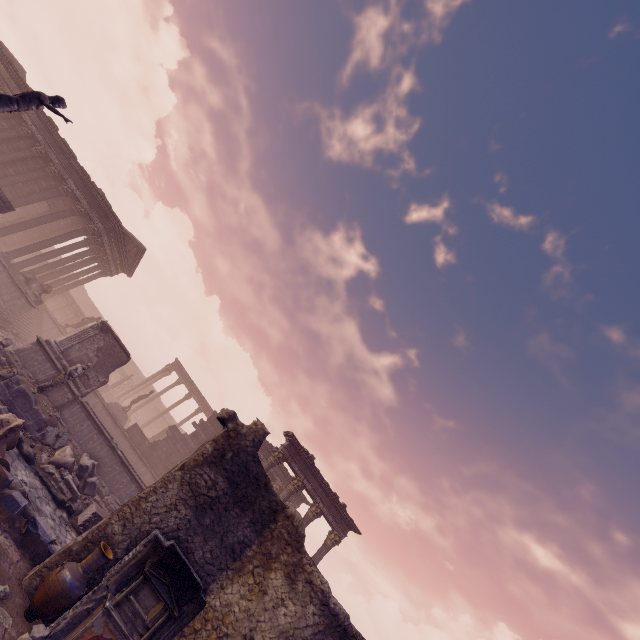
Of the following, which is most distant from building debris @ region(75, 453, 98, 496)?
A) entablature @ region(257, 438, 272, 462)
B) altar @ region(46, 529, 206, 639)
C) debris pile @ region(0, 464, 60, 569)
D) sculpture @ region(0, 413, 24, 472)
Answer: Answer: entablature @ region(257, 438, 272, 462)

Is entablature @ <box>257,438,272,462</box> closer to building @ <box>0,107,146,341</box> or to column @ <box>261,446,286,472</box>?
column @ <box>261,446,286,472</box>

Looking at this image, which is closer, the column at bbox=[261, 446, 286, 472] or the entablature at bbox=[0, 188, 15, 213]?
the entablature at bbox=[0, 188, 15, 213]

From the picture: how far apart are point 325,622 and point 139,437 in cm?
1735

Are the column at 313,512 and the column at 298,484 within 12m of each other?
yes

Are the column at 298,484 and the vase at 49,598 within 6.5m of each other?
no

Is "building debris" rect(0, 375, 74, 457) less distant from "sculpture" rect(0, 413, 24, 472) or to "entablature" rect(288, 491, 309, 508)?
"sculpture" rect(0, 413, 24, 472)

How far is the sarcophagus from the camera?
10.1 meters
